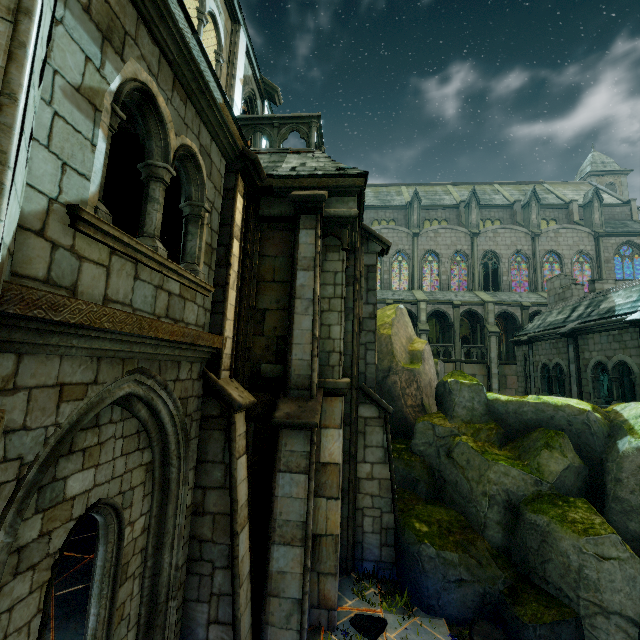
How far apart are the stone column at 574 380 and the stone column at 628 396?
7.4 meters

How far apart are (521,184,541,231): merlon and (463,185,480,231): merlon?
4.6m

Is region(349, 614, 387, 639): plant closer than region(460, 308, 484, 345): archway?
Yes

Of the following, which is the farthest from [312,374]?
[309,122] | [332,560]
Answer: [309,122]

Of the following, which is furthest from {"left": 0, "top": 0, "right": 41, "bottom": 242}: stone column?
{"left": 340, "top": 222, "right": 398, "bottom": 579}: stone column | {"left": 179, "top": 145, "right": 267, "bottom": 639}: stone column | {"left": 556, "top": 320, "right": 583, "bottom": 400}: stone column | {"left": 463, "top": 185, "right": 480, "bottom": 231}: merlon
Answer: {"left": 463, "top": 185, "right": 480, "bottom": 231}: merlon

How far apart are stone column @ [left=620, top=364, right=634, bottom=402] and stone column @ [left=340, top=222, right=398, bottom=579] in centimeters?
1944cm

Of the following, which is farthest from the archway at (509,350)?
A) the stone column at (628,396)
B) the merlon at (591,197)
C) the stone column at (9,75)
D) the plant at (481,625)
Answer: the stone column at (9,75)

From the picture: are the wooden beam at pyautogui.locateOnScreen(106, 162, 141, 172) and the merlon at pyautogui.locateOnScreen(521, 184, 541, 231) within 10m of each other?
no
